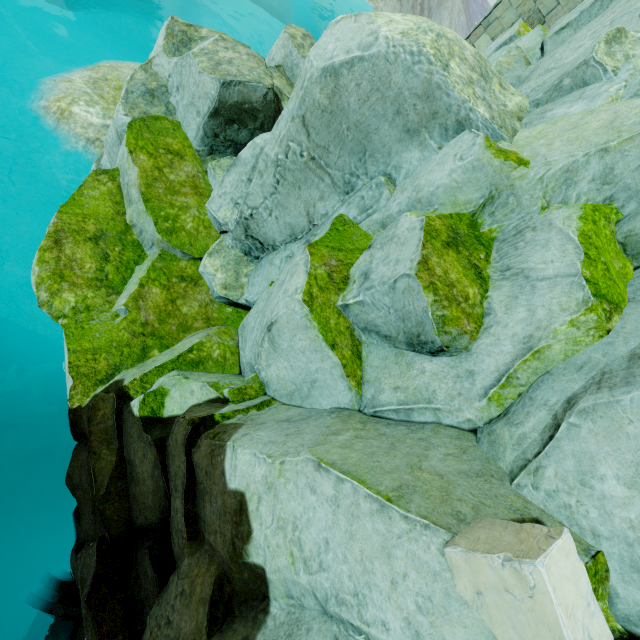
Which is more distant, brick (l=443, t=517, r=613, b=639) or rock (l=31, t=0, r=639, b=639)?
rock (l=31, t=0, r=639, b=639)

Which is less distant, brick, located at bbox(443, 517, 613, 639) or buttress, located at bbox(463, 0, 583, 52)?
brick, located at bbox(443, 517, 613, 639)

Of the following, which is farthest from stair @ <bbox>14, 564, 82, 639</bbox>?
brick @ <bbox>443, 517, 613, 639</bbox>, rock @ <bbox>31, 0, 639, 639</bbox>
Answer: brick @ <bbox>443, 517, 613, 639</bbox>

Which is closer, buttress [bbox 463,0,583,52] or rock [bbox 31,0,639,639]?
rock [bbox 31,0,639,639]

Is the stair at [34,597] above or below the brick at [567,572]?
below

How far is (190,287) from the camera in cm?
654

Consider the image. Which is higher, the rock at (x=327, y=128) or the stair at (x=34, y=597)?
the rock at (x=327, y=128)

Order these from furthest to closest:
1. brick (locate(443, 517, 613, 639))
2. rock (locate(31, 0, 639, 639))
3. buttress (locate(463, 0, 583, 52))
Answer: buttress (locate(463, 0, 583, 52))
rock (locate(31, 0, 639, 639))
brick (locate(443, 517, 613, 639))
